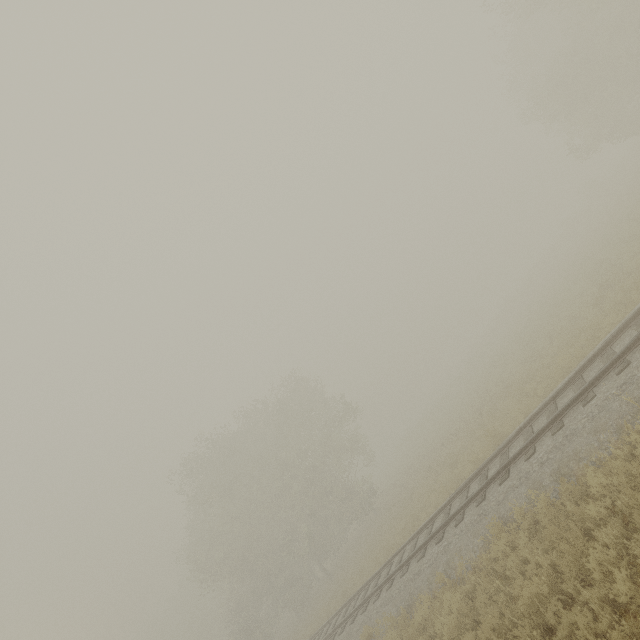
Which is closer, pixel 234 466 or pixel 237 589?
pixel 234 466
